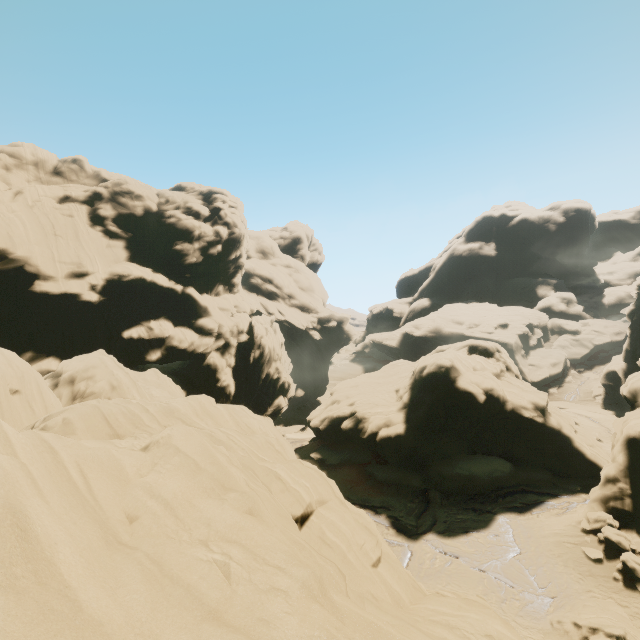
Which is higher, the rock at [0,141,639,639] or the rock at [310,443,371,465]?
the rock at [0,141,639,639]

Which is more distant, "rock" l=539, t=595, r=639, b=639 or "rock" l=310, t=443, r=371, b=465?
"rock" l=310, t=443, r=371, b=465

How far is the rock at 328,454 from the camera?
32.49m

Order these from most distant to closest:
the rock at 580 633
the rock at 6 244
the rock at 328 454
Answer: the rock at 328 454, the rock at 580 633, the rock at 6 244

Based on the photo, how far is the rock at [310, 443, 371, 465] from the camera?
32.5m

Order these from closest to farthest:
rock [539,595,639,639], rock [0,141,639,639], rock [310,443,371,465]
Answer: rock [0,141,639,639]
rock [539,595,639,639]
rock [310,443,371,465]

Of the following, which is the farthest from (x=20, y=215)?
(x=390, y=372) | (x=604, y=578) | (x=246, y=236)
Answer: (x=604, y=578)
